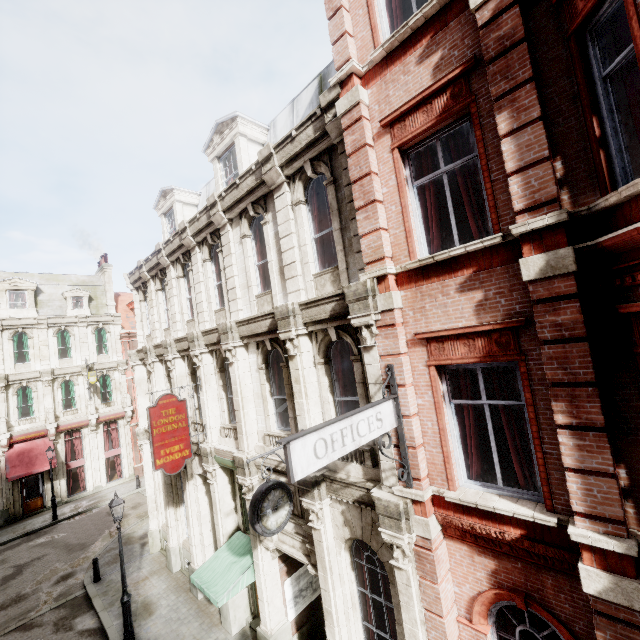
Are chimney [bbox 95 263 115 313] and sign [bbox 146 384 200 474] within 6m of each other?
no

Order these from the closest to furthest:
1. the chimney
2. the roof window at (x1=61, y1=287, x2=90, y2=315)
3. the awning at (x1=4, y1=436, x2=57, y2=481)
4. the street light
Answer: the street light → the awning at (x1=4, y1=436, x2=57, y2=481) → the roof window at (x1=61, y1=287, x2=90, y2=315) → the chimney

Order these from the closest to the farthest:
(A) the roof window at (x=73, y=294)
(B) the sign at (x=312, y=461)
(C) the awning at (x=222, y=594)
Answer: (B) the sign at (x=312, y=461) < (C) the awning at (x=222, y=594) < (A) the roof window at (x=73, y=294)

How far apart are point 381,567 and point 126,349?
28.05m

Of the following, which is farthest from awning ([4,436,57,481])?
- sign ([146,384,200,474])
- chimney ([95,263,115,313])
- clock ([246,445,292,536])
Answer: clock ([246,445,292,536])

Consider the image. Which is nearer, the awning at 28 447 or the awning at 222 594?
the awning at 222 594

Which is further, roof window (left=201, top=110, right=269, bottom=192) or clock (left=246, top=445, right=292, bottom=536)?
roof window (left=201, top=110, right=269, bottom=192)

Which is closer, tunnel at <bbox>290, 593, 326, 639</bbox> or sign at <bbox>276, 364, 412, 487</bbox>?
sign at <bbox>276, 364, 412, 487</bbox>
